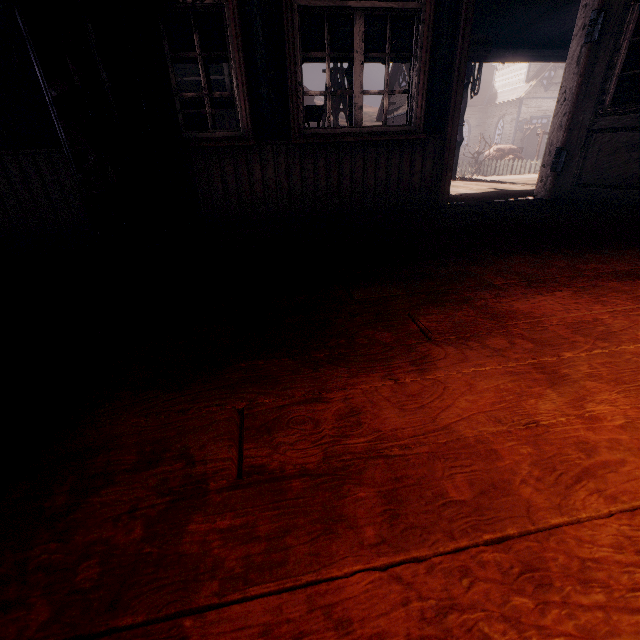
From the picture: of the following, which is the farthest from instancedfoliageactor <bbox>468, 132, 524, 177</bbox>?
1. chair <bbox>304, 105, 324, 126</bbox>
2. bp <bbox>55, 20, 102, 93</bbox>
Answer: bp <bbox>55, 20, 102, 93</bbox>

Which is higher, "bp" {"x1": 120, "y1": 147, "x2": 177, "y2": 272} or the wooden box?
the wooden box

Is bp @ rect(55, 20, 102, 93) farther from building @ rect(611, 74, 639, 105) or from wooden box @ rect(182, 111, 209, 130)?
wooden box @ rect(182, 111, 209, 130)

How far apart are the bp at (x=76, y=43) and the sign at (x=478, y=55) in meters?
5.1 m

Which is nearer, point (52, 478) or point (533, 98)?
point (52, 478)

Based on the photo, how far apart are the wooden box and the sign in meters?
3.7

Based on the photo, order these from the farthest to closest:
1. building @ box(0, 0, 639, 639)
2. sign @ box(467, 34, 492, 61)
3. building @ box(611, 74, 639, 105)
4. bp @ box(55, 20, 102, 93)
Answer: sign @ box(467, 34, 492, 61) → building @ box(611, 74, 639, 105) → bp @ box(55, 20, 102, 93) → building @ box(0, 0, 639, 639)

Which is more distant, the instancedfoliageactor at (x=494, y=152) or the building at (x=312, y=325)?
the instancedfoliageactor at (x=494, y=152)
